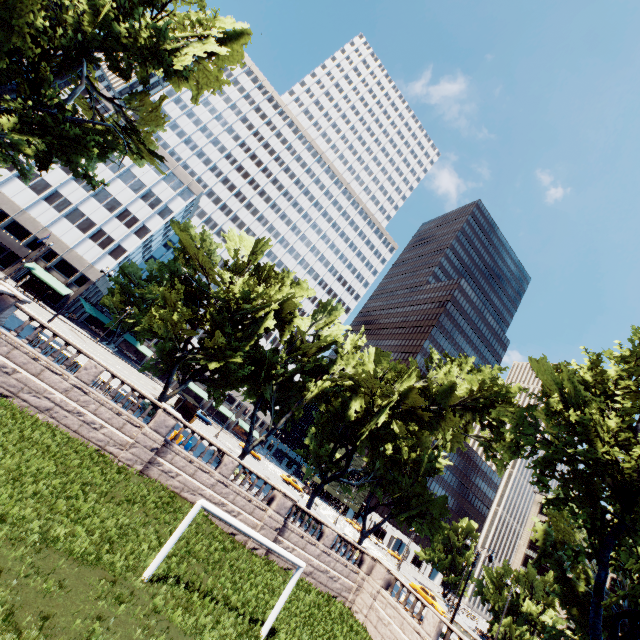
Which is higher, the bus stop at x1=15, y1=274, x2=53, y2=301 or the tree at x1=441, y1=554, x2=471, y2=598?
the tree at x1=441, y1=554, x2=471, y2=598

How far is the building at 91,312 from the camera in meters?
54.6 m

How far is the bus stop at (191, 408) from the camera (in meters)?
36.88

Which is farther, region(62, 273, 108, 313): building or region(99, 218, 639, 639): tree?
region(62, 273, 108, 313): building

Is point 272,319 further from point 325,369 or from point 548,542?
point 548,542

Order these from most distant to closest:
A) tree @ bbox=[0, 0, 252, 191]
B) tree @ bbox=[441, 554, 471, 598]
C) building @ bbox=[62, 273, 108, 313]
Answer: tree @ bbox=[441, 554, 471, 598]
building @ bbox=[62, 273, 108, 313]
tree @ bbox=[0, 0, 252, 191]

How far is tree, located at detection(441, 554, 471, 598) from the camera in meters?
58.0 m

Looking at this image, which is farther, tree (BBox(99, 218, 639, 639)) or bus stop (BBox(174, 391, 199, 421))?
bus stop (BBox(174, 391, 199, 421))
